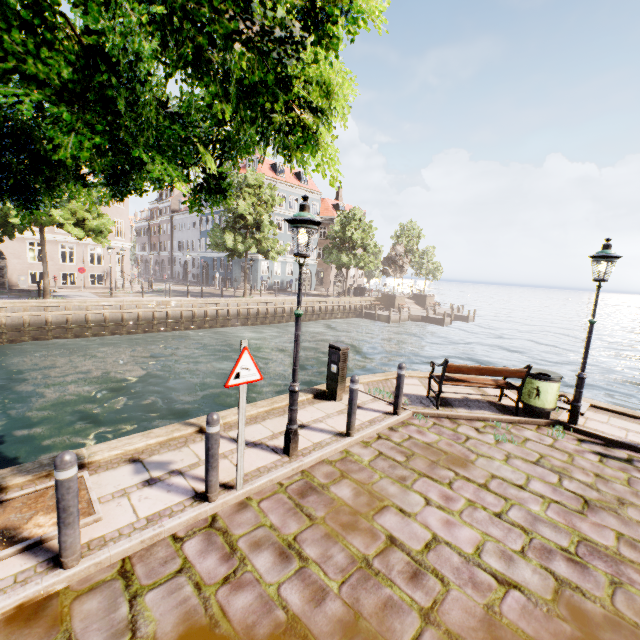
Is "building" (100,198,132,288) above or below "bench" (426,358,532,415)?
above

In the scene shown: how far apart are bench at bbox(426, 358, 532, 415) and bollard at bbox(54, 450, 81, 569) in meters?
6.3

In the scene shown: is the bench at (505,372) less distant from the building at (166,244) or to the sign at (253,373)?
the sign at (253,373)

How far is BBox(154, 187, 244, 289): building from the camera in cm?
4184

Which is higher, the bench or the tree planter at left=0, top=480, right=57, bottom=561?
the bench

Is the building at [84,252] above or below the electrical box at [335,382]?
above

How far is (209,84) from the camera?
2.35m

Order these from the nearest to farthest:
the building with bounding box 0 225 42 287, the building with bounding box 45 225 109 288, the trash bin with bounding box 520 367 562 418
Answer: the trash bin with bounding box 520 367 562 418 < the building with bounding box 0 225 42 287 < the building with bounding box 45 225 109 288
